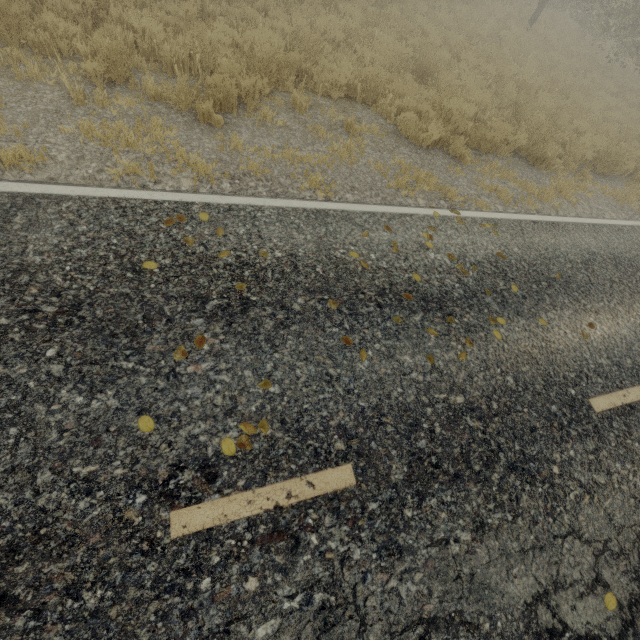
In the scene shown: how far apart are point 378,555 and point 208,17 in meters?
10.5 m
